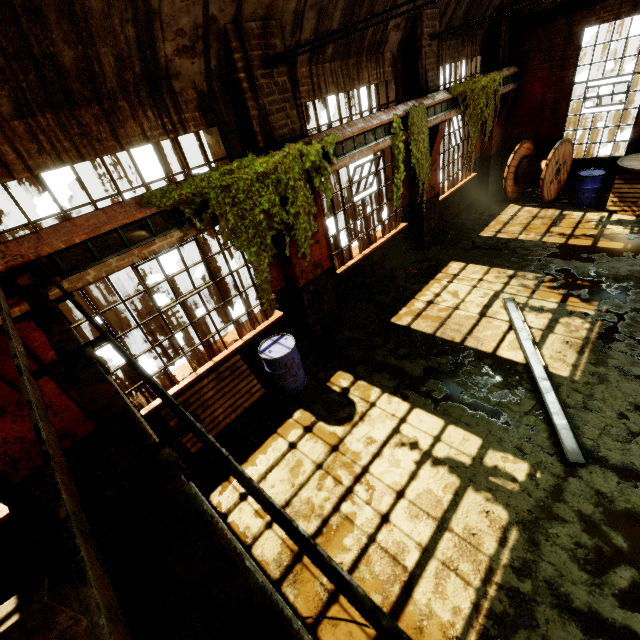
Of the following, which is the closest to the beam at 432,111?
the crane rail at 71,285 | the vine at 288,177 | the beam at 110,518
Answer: the vine at 288,177

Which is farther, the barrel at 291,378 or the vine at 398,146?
the vine at 398,146

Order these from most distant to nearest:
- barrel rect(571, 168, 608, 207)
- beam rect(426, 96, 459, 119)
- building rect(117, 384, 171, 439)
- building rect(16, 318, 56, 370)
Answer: barrel rect(571, 168, 608, 207), beam rect(426, 96, 459, 119), building rect(117, 384, 171, 439), building rect(16, 318, 56, 370)

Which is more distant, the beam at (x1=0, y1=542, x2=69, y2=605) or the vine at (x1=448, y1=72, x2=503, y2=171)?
the vine at (x1=448, y1=72, x2=503, y2=171)

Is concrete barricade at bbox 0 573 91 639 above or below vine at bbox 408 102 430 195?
below

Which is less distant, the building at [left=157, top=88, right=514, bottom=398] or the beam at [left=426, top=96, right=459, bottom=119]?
the building at [left=157, top=88, right=514, bottom=398]

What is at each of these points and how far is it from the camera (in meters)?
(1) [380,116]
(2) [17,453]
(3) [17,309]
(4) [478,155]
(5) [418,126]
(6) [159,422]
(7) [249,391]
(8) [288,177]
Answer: (1) crane rail, 6.57
(2) building, 3.87
(3) crane rail, 3.29
(4) building, 11.86
(5) vine, 7.29
(6) building, 5.53
(7) wooden pallet, 6.21
(8) vine, 5.02

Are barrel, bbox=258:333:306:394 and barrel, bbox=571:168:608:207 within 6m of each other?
no
